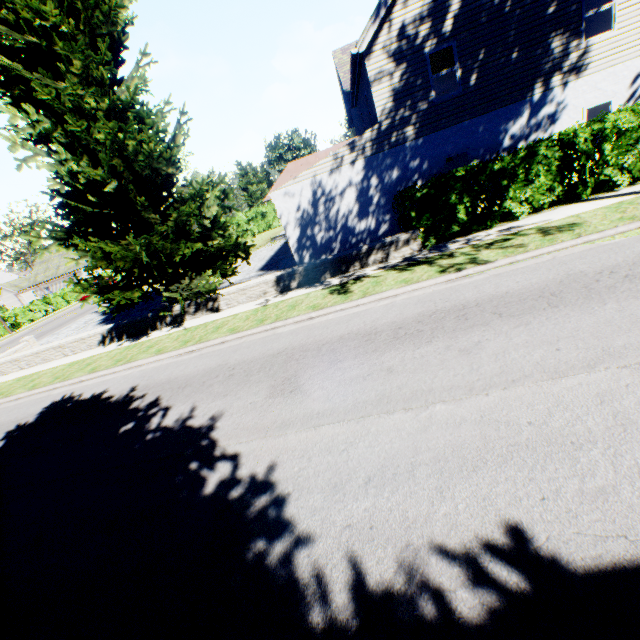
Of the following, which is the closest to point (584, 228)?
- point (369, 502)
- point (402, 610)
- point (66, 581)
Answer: point (369, 502)

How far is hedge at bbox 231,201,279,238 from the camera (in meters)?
39.38

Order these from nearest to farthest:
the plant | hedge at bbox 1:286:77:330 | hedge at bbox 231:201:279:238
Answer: the plant < hedge at bbox 1:286:77:330 < hedge at bbox 231:201:279:238

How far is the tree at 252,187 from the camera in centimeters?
5294cm

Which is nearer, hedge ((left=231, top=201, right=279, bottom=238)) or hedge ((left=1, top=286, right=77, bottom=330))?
hedge ((left=1, top=286, right=77, bottom=330))

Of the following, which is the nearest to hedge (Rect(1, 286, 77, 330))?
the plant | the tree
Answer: the tree

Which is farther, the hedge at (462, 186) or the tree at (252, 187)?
the tree at (252, 187)

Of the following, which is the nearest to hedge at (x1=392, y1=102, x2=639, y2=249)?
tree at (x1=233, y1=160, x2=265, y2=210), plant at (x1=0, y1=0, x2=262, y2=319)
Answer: plant at (x1=0, y1=0, x2=262, y2=319)
